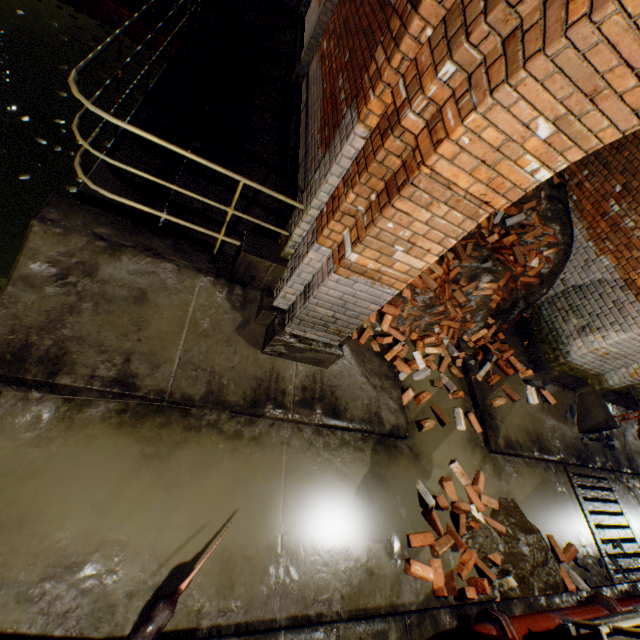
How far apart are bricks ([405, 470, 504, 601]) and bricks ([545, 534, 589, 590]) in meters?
1.0

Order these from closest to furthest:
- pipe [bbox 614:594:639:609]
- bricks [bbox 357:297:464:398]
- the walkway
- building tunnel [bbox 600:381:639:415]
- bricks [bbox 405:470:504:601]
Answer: the walkway < bricks [bbox 405:470:504:601] < pipe [bbox 614:594:639:609] < bricks [bbox 357:297:464:398] < building tunnel [bbox 600:381:639:415]

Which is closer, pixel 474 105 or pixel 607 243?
pixel 474 105

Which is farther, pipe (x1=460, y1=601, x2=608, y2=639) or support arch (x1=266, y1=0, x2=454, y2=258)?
pipe (x1=460, y1=601, x2=608, y2=639)

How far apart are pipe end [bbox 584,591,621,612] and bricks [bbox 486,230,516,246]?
4.9m

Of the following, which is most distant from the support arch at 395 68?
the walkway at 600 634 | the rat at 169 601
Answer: the rat at 169 601

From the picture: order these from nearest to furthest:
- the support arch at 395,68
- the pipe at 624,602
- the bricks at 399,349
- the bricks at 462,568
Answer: the support arch at 395,68 < the bricks at 462,568 < the pipe at 624,602 < the bricks at 399,349

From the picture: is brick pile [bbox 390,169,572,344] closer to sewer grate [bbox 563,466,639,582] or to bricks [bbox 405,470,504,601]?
bricks [bbox 405,470,504,601]
